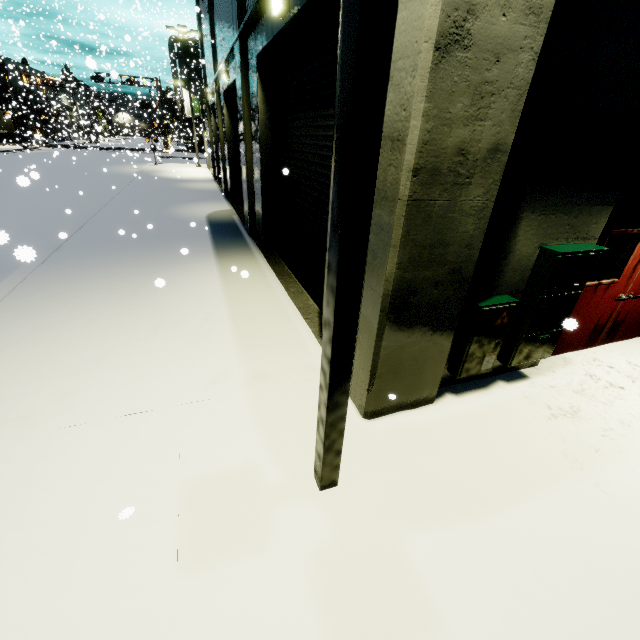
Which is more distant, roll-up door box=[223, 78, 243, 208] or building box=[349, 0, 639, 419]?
roll-up door box=[223, 78, 243, 208]

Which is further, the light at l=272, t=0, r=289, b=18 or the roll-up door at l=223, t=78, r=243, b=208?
the roll-up door at l=223, t=78, r=243, b=208

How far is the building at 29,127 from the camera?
31.4 meters

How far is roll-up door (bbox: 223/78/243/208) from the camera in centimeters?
1312cm

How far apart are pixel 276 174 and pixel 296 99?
2.3 meters

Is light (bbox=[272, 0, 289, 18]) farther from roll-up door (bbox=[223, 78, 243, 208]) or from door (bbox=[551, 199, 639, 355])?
door (bbox=[551, 199, 639, 355])

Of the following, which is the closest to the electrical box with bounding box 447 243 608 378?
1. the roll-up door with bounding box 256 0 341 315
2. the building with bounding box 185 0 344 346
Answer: the building with bounding box 185 0 344 346

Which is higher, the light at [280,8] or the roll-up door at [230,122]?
the light at [280,8]
